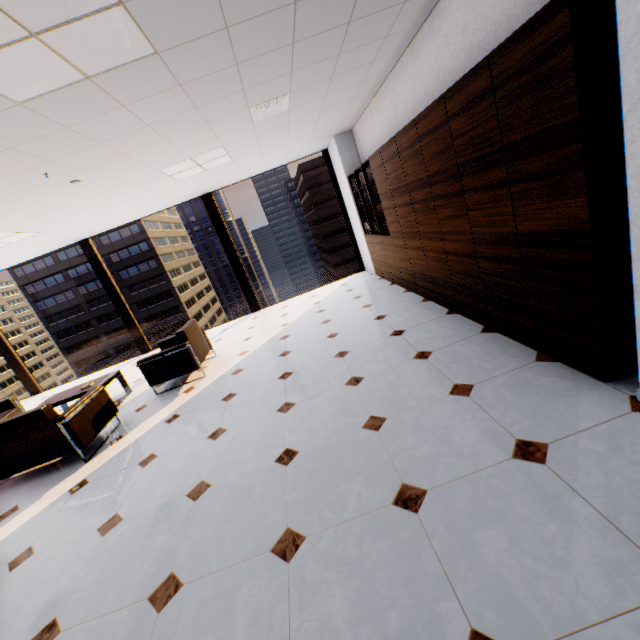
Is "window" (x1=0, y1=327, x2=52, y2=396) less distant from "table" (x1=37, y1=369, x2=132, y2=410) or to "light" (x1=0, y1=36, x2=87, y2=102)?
"table" (x1=37, y1=369, x2=132, y2=410)

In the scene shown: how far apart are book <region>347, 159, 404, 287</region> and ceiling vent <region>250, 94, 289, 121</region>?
1.55m

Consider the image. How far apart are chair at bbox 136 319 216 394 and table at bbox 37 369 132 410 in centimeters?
72cm

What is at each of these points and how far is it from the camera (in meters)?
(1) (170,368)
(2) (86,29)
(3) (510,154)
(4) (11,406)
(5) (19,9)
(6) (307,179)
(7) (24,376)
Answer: (1) chair, 4.82
(2) light, 1.78
(3) cupboard, 2.18
(4) chair, 5.62
(5) light, 1.53
(6) building, 59.81
(7) window, 8.02

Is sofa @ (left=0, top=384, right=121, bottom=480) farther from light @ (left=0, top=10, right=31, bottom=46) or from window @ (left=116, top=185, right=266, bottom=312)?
window @ (left=116, top=185, right=266, bottom=312)

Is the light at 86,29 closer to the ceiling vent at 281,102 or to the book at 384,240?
the ceiling vent at 281,102

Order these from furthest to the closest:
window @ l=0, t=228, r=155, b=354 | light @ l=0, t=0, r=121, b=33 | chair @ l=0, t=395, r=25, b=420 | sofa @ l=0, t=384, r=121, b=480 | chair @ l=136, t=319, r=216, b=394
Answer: window @ l=0, t=228, r=155, b=354, chair @ l=0, t=395, r=25, b=420, chair @ l=136, t=319, r=216, b=394, sofa @ l=0, t=384, r=121, b=480, light @ l=0, t=0, r=121, b=33

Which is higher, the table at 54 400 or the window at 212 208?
the window at 212 208
